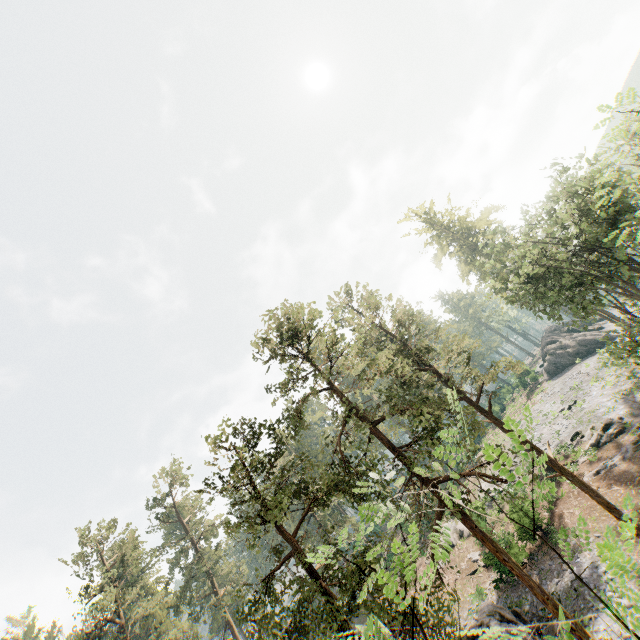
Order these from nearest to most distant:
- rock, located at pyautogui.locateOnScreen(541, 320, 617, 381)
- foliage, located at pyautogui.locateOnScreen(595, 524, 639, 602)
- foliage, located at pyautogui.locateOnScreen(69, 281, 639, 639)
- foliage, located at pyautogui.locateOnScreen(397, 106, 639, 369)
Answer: foliage, located at pyautogui.locateOnScreen(595, 524, 639, 602), foliage, located at pyautogui.locateOnScreen(69, 281, 639, 639), foliage, located at pyautogui.locateOnScreen(397, 106, 639, 369), rock, located at pyautogui.locateOnScreen(541, 320, 617, 381)

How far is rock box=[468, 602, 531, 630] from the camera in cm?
1834

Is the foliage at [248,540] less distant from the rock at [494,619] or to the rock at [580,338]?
the rock at [580,338]

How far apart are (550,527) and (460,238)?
35.10m

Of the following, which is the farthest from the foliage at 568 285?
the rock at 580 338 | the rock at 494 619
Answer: the rock at 494 619

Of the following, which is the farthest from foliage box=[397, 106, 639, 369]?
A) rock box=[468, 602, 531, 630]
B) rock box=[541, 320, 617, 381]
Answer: rock box=[468, 602, 531, 630]

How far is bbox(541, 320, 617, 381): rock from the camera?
47.38m

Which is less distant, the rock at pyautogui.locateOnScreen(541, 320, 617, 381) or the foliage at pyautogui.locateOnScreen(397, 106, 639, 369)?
the foliage at pyautogui.locateOnScreen(397, 106, 639, 369)
